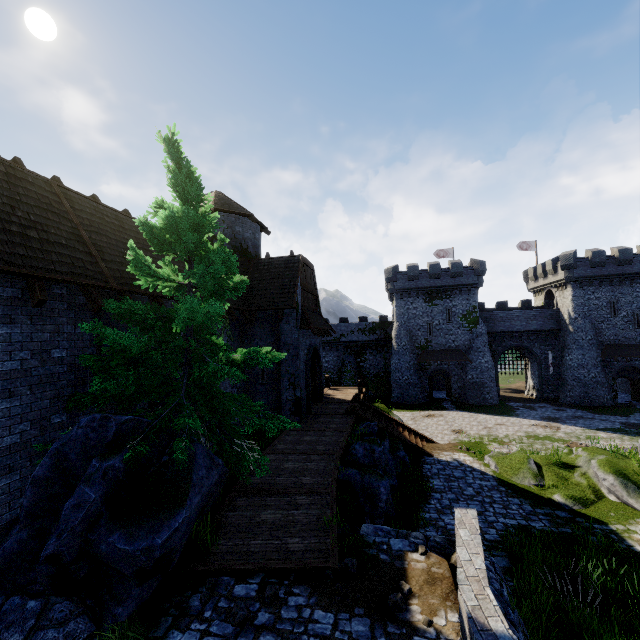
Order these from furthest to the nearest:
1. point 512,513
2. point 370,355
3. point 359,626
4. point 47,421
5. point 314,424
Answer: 1. point 370,355
2. point 314,424
3. point 512,513
4. point 47,421
5. point 359,626

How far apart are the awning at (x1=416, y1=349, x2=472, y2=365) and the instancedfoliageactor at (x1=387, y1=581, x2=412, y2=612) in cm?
3474

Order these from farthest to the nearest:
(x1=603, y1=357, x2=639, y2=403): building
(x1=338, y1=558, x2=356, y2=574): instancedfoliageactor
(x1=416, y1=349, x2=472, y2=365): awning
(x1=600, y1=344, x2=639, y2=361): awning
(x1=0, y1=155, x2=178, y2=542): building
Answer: (x1=416, y1=349, x2=472, y2=365): awning < (x1=603, y1=357, x2=639, y2=403): building < (x1=600, y1=344, x2=639, y2=361): awning < (x1=0, y1=155, x2=178, y2=542): building < (x1=338, y1=558, x2=356, y2=574): instancedfoliageactor

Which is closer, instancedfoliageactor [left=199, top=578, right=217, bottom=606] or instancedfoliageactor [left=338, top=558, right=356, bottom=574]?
instancedfoliageactor [left=199, top=578, right=217, bottom=606]

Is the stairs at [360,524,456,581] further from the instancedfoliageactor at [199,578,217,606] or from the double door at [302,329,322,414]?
the double door at [302,329,322,414]

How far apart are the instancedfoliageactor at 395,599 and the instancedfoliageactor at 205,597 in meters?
3.0

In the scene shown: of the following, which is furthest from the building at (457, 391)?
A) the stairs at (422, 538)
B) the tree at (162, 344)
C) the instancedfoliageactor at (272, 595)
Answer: the instancedfoliageactor at (272, 595)

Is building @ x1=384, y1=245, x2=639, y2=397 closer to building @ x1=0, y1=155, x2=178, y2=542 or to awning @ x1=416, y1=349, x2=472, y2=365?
awning @ x1=416, y1=349, x2=472, y2=365
